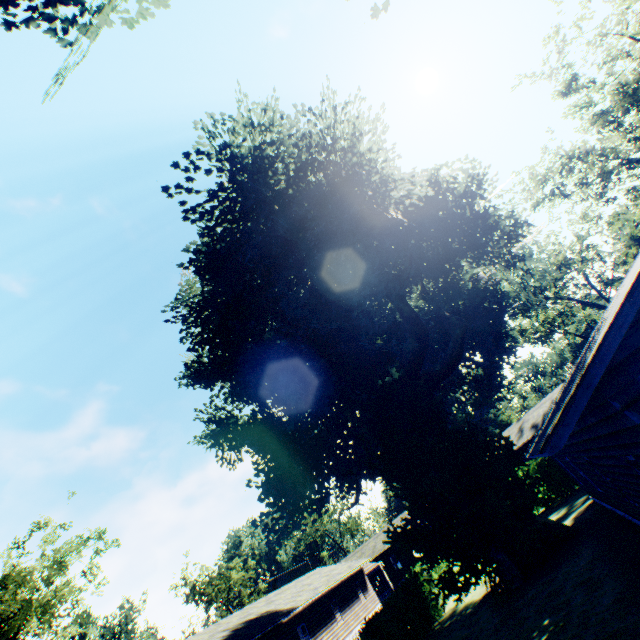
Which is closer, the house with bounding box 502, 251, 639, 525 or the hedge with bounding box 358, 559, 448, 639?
the house with bounding box 502, 251, 639, 525

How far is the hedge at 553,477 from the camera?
24.6m

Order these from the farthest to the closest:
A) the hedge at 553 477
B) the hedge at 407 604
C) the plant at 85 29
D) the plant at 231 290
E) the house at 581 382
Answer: the hedge at 553 477 → the plant at 231 290 → the hedge at 407 604 → the plant at 85 29 → the house at 581 382

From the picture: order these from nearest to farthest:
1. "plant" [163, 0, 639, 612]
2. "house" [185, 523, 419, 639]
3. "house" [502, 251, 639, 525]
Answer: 1. "house" [502, 251, 639, 525]
2. "plant" [163, 0, 639, 612]
3. "house" [185, 523, 419, 639]

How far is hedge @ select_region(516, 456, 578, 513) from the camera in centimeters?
2459cm

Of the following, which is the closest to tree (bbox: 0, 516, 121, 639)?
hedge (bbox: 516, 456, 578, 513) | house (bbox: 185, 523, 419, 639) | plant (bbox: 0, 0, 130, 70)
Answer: plant (bbox: 0, 0, 130, 70)

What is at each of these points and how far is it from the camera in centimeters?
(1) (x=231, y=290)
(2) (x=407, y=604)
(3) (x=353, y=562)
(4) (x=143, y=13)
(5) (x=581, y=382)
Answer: (1) plant, 2050cm
(2) hedge, 1628cm
(3) house, 3366cm
(4) plant, 642cm
(5) house, 463cm

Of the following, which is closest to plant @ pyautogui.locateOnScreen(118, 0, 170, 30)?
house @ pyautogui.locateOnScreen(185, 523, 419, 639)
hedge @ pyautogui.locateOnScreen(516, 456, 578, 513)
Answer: hedge @ pyautogui.locateOnScreen(516, 456, 578, 513)
